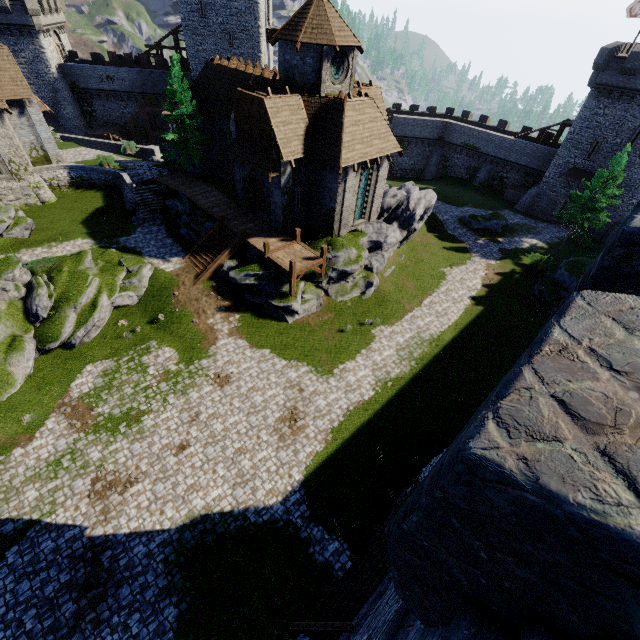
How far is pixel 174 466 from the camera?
16.6 meters

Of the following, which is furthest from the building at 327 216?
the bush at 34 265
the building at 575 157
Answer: the building at 575 157

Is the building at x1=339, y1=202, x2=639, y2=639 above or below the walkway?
above

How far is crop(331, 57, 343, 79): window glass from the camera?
22.09m

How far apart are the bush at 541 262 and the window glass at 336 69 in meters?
24.9 m

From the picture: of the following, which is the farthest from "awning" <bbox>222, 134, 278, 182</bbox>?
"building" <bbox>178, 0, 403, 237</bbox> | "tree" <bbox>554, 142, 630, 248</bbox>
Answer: "tree" <bbox>554, 142, 630, 248</bbox>

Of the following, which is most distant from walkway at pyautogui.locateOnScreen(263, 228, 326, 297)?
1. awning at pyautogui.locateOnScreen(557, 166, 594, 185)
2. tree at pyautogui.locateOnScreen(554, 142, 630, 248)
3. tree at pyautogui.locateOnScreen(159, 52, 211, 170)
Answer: awning at pyautogui.locateOnScreen(557, 166, 594, 185)

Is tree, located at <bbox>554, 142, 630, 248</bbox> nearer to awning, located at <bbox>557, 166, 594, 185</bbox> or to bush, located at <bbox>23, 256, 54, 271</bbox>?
awning, located at <bbox>557, 166, 594, 185</bbox>
